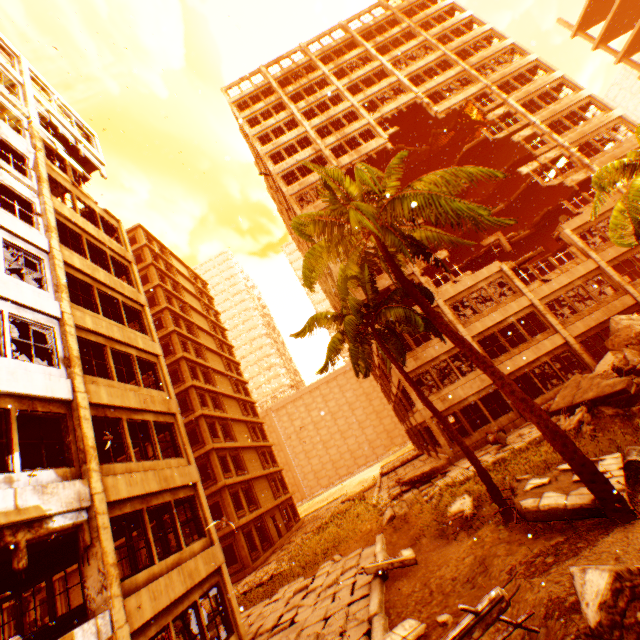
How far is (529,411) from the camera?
7.7m

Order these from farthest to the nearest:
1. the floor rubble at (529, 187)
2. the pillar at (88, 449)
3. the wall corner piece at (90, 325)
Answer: A: the floor rubble at (529, 187) → the wall corner piece at (90, 325) → the pillar at (88, 449)

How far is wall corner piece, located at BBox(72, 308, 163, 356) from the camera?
11.5m

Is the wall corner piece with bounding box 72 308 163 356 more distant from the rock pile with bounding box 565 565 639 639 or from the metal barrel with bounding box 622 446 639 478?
the metal barrel with bounding box 622 446 639 478

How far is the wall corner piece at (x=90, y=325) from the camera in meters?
11.5

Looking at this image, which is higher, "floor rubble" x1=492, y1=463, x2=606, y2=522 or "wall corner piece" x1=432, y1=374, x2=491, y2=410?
"wall corner piece" x1=432, y1=374, x2=491, y2=410

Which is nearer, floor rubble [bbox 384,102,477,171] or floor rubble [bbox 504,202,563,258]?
floor rubble [bbox 504,202,563,258]

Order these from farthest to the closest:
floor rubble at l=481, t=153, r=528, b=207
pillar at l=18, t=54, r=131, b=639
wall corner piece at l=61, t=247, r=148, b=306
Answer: floor rubble at l=481, t=153, r=528, b=207 < wall corner piece at l=61, t=247, r=148, b=306 < pillar at l=18, t=54, r=131, b=639
